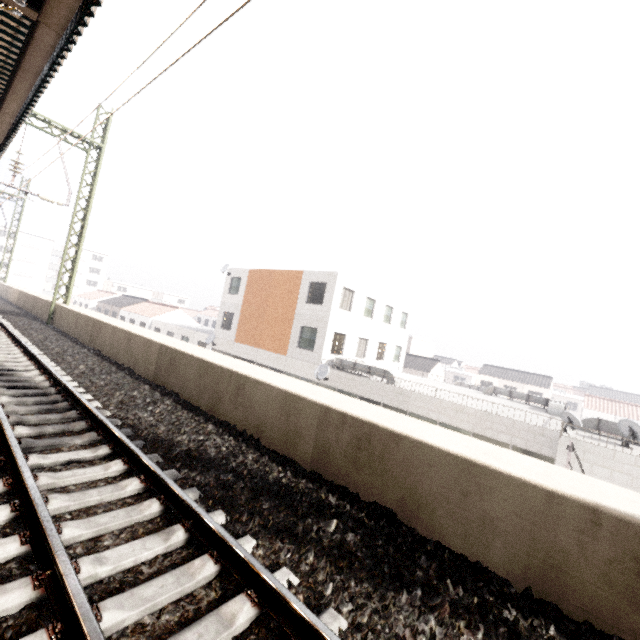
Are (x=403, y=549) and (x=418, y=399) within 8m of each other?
no

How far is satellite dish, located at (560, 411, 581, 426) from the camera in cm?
1145

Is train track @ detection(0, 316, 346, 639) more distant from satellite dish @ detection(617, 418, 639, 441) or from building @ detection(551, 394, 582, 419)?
building @ detection(551, 394, 582, 419)

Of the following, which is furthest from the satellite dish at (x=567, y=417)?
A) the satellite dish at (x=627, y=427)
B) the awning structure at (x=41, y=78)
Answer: the awning structure at (x=41, y=78)

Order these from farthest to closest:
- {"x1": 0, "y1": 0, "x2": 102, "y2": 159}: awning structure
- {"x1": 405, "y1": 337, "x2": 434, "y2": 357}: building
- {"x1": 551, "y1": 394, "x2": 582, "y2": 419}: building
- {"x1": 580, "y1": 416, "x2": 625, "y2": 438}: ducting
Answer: {"x1": 551, "y1": 394, "x2": 582, "y2": 419}: building, {"x1": 405, "y1": 337, "x2": 434, "y2": 357}: building, {"x1": 580, "y1": 416, "x2": 625, "y2": 438}: ducting, {"x1": 0, "y1": 0, "x2": 102, "y2": 159}: awning structure

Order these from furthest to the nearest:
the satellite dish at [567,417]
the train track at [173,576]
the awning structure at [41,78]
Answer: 1. the satellite dish at [567,417]
2. the awning structure at [41,78]
3. the train track at [173,576]

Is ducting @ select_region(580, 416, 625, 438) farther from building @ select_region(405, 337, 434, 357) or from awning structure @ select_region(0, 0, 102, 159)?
building @ select_region(405, 337, 434, 357)

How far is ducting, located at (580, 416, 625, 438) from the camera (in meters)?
13.21
